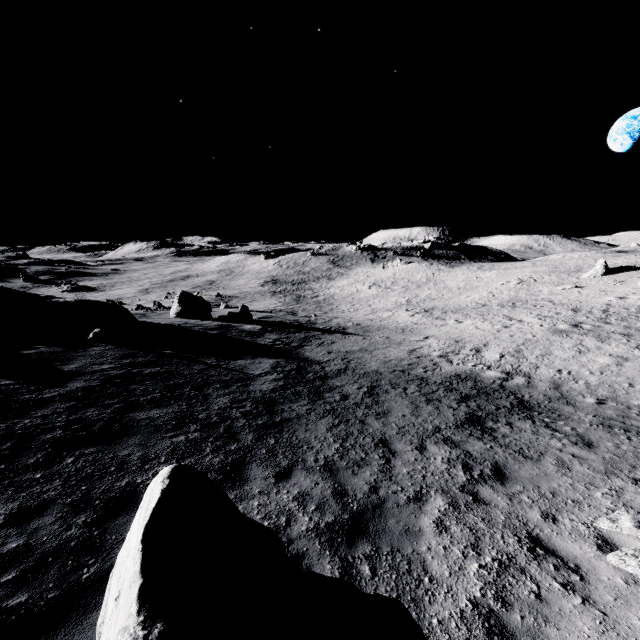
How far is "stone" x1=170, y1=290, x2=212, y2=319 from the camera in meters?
28.7 m

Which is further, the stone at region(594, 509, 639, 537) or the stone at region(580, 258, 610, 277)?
the stone at region(580, 258, 610, 277)

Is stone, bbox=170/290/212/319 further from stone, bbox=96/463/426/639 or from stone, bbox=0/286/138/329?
stone, bbox=96/463/426/639

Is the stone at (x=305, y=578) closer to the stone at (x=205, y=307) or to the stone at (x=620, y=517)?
the stone at (x=620, y=517)

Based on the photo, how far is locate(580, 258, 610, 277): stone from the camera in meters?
41.4

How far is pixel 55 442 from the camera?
6.8 meters

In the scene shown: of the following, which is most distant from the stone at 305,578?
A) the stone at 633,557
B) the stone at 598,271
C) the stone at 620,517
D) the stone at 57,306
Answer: the stone at 598,271

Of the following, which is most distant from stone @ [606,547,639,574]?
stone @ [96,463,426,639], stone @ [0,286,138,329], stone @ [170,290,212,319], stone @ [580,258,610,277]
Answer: stone @ [580,258,610,277]
